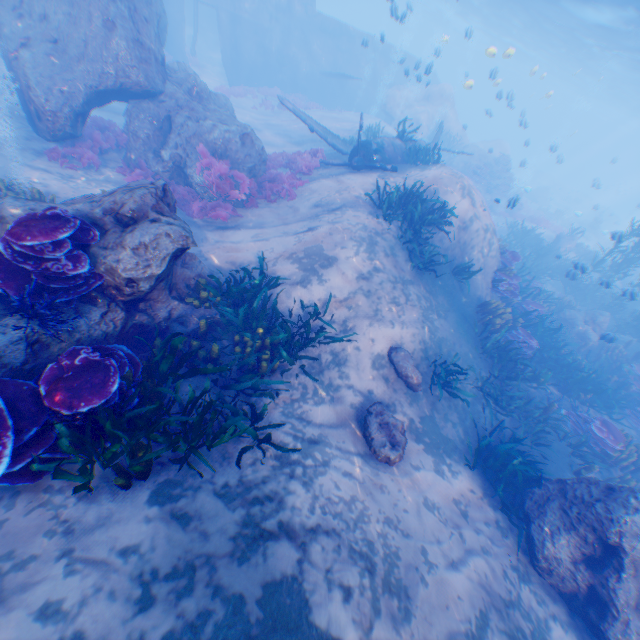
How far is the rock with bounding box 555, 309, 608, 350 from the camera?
14.1 meters

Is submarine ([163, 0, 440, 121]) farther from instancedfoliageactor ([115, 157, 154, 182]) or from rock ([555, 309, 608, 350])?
instancedfoliageactor ([115, 157, 154, 182])

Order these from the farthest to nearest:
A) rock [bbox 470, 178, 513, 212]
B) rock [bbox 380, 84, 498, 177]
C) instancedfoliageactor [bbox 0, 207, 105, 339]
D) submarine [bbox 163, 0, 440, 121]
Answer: rock [bbox 380, 84, 498, 177], rock [bbox 470, 178, 513, 212], submarine [bbox 163, 0, 440, 121], instancedfoliageactor [bbox 0, 207, 105, 339]

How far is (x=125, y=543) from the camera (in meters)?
3.49

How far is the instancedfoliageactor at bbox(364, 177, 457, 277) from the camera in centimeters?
1008cm

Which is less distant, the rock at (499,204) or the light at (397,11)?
the light at (397,11)

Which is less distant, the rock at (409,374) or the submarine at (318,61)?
the rock at (409,374)

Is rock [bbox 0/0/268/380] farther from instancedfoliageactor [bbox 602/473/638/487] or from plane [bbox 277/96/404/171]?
instancedfoliageactor [bbox 602/473/638/487]
